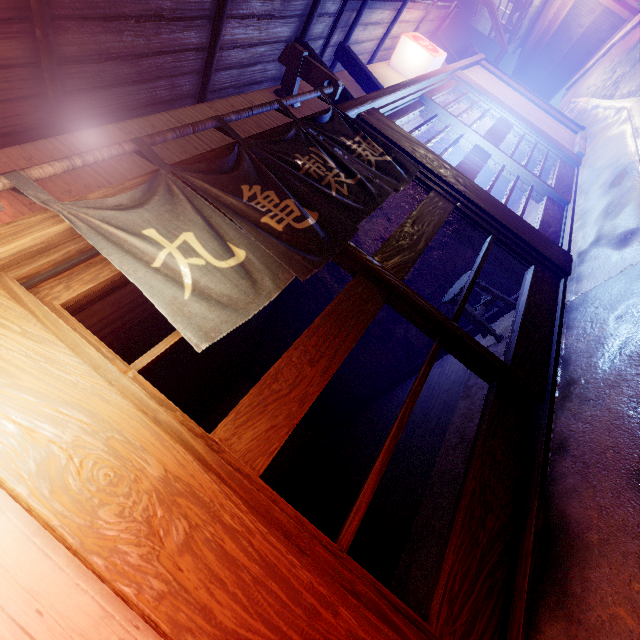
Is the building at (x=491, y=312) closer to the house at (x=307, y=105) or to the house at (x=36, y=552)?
the house at (x=307, y=105)

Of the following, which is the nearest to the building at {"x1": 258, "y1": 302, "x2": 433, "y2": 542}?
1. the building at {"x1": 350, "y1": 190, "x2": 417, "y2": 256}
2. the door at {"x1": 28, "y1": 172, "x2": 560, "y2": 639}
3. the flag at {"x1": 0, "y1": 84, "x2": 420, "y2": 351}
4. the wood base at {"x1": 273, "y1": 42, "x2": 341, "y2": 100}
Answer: the building at {"x1": 350, "y1": 190, "x2": 417, "y2": 256}

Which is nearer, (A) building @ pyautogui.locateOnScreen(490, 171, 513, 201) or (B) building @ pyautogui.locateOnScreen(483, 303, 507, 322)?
(B) building @ pyautogui.locateOnScreen(483, 303, 507, 322)

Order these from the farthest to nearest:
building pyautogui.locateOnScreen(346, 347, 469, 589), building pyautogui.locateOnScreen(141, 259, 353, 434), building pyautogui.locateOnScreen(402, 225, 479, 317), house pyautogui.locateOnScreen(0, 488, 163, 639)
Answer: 1. building pyautogui.locateOnScreen(141, 259, 353, 434)
2. building pyautogui.locateOnScreen(402, 225, 479, 317)
3. building pyautogui.locateOnScreen(346, 347, 469, 589)
4. house pyautogui.locateOnScreen(0, 488, 163, 639)

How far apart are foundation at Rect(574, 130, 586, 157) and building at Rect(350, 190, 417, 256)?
7.67m

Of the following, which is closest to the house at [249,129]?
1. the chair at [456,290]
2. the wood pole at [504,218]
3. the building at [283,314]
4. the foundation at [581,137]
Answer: the wood pole at [504,218]

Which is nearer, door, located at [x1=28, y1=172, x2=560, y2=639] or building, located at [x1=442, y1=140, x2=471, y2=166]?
door, located at [x1=28, y1=172, x2=560, y2=639]

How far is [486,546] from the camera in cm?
309
